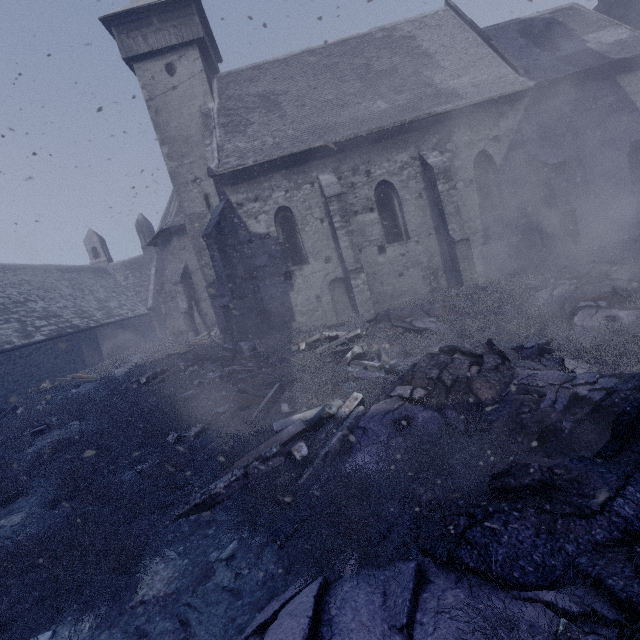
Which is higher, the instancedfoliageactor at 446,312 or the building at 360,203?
the building at 360,203

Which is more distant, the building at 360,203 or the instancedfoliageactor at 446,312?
the building at 360,203

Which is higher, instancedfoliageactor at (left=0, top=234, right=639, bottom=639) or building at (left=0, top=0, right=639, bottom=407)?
building at (left=0, top=0, right=639, bottom=407)

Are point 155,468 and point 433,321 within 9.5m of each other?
yes

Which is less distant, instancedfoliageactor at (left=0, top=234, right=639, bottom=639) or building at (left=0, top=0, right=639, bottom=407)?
instancedfoliageactor at (left=0, top=234, right=639, bottom=639)
